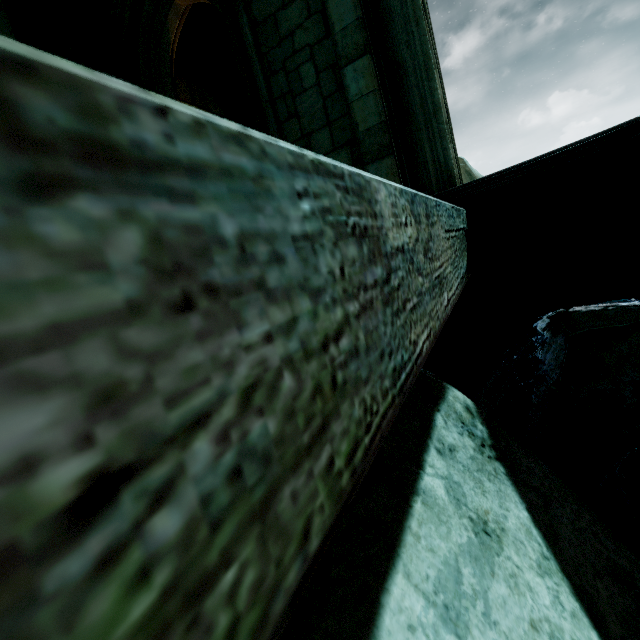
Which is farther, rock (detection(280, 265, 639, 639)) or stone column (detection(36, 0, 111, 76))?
stone column (detection(36, 0, 111, 76))

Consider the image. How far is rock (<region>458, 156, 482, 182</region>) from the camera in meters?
9.0 m

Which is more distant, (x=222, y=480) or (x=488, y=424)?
(x=488, y=424)

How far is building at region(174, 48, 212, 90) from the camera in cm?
962

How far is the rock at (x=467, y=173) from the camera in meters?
9.0 m

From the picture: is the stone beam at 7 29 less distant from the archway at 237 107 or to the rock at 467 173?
the rock at 467 173

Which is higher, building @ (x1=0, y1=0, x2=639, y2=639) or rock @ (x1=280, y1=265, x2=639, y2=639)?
building @ (x1=0, y1=0, x2=639, y2=639)

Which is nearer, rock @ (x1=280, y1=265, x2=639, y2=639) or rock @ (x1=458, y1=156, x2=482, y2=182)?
rock @ (x1=280, y1=265, x2=639, y2=639)
